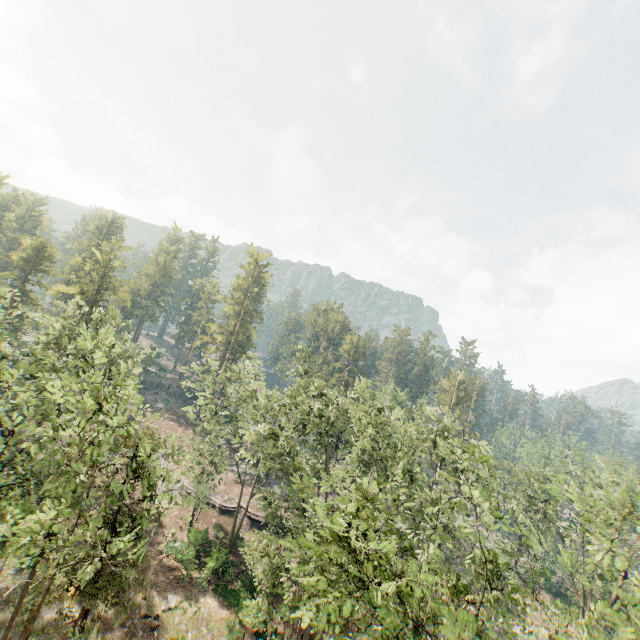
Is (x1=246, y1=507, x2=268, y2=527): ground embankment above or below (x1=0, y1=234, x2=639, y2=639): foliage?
below

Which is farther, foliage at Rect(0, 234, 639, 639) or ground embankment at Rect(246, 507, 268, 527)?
ground embankment at Rect(246, 507, 268, 527)

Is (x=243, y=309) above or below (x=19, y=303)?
above

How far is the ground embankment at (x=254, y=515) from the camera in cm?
3756

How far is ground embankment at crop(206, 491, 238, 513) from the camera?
38.00m
